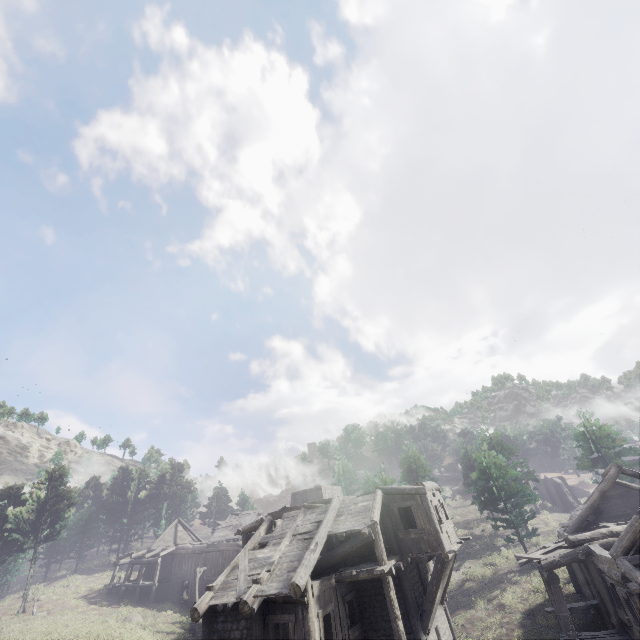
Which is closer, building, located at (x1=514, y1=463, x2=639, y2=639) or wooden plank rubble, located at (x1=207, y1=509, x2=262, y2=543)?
building, located at (x1=514, y1=463, x2=639, y2=639)

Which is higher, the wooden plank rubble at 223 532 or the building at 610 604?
the wooden plank rubble at 223 532

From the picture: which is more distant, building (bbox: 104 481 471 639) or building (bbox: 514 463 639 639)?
building (bbox: 104 481 471 639)

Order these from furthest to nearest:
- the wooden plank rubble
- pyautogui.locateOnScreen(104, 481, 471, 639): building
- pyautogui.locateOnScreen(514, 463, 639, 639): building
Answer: the wooden plank rubble
pyautogui.locateOnScreen(104, 481, 471, 639): building
pyautogui.locateOnScreen(514, 463, 639, 639): building

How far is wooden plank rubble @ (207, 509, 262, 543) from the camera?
38.5 meters

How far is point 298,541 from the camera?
15.4m
